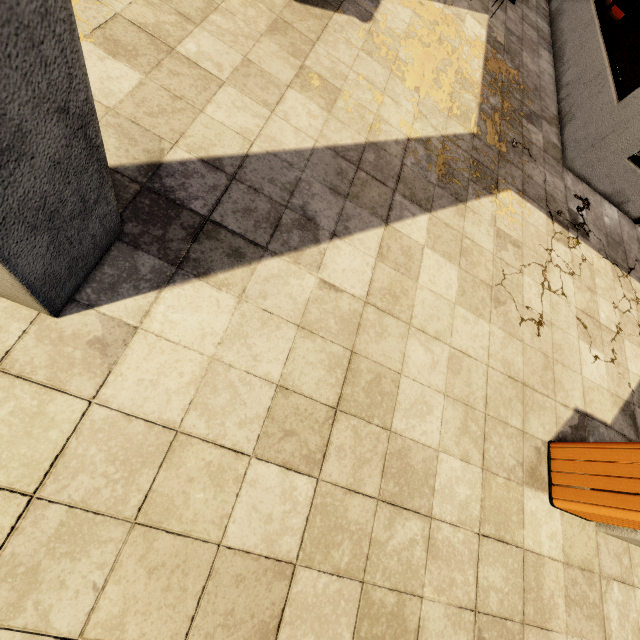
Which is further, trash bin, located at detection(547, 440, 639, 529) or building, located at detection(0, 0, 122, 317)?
trash bin, located at detection(547, 440, 639, 529)

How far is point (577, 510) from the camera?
2.4m

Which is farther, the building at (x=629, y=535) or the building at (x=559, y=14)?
the building at (x=559, y=14)

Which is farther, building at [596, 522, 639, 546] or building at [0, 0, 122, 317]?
building at [596, 522, 639, 546]

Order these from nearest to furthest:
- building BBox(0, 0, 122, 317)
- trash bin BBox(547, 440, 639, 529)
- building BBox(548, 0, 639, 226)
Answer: building BBox(0, 0, 122, 317) < trash bin BBox(547, 440, 639, 529) < building BBox(548, 0, 639, 226)
